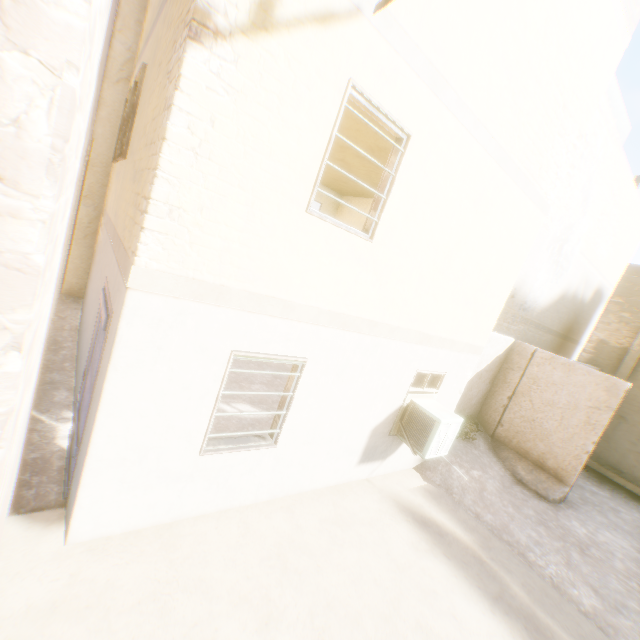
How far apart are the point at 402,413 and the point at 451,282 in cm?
262
